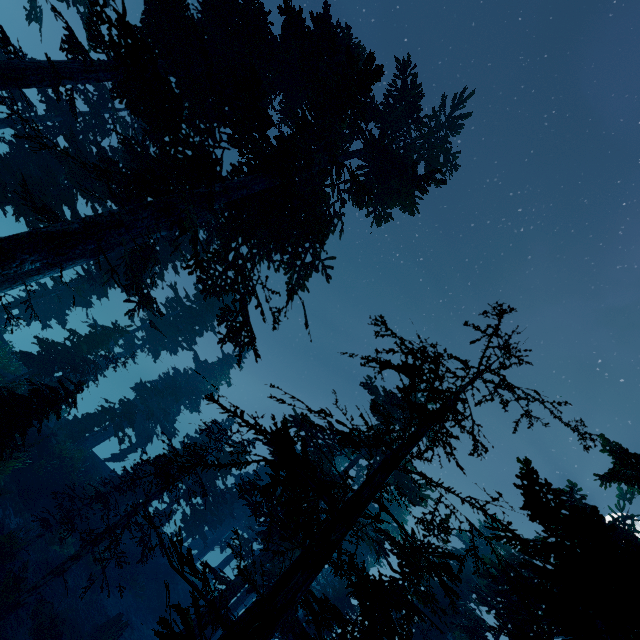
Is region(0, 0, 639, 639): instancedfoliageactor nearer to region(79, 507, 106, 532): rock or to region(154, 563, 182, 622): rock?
region(79, 507, 106, 532): rock

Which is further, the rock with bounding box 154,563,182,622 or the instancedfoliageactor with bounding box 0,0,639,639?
the rock with bounding box 154,563,182,622

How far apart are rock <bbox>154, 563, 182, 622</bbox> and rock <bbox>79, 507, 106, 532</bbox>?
7.5m

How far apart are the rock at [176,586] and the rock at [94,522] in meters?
7.5 m

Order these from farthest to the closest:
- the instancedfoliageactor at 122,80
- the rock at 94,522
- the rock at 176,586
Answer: the rock at 176,586, the rock at 94,522, the instancedfoliageactor at 122,80

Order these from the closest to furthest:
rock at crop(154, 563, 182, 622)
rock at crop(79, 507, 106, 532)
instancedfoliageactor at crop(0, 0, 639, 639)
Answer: instancedfoliageactor at crop(0, 0, 639, 639) → rock at crop(79, 507, 106, 532) → rock at crop(154, 563, 182, 622)

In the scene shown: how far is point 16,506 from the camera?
16.8m
